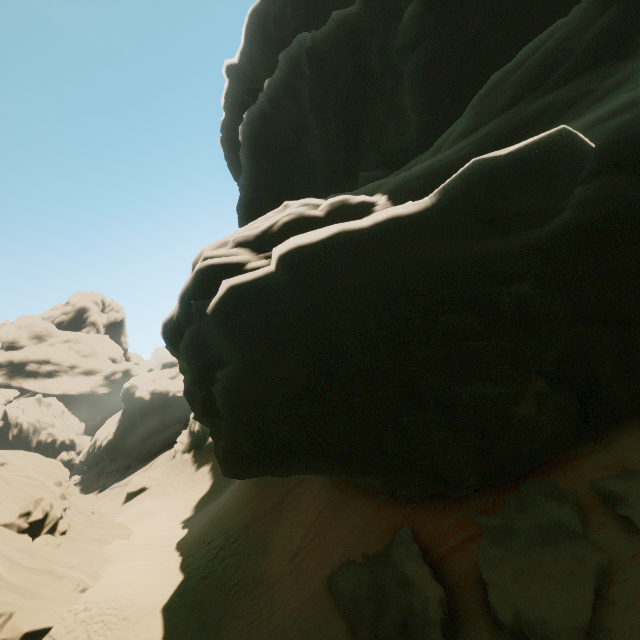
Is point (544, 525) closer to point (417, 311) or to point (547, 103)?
point (417, 311)

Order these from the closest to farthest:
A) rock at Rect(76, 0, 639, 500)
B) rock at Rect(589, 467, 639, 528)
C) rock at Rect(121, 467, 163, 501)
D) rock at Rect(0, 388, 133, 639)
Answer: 1. rock at Rect(76, 0, 639, 500)
2. rock at Rect(589, 467, 639, 528)
3. rock at Rect(0, 388, 133, 639)
4. rock at Rect(121, 467, 163, 501)

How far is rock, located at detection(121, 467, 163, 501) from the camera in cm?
3319

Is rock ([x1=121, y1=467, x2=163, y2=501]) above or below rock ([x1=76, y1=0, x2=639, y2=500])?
below

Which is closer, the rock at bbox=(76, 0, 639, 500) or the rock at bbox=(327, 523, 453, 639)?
the rock at bbox=(76, 0, 639, 500)

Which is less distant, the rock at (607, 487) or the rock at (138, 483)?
the rock at (607, 487)

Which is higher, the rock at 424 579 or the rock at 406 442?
the rock at 406 442
